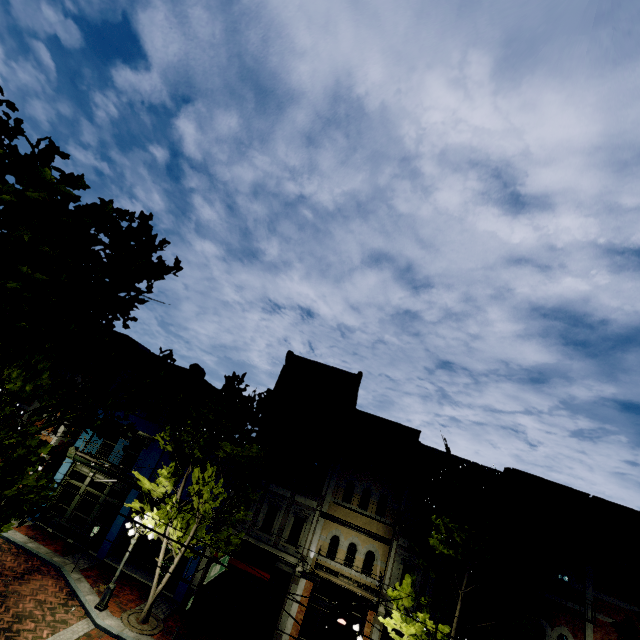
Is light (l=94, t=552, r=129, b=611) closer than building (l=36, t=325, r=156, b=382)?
Yes

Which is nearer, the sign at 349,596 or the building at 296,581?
the sign at 349,596

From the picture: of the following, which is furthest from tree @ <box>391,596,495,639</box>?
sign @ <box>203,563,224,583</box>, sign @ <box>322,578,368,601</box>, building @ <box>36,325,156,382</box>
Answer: sign @ <box>203,563,224,583</box>

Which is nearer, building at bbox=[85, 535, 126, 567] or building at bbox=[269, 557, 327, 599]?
building at bbox=[269, 557, 327, 599]

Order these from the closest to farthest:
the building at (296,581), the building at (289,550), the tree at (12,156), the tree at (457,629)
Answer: the tree at (12,156)
the tree at (457,629)
the building at (296,581)
the building at (289,550)

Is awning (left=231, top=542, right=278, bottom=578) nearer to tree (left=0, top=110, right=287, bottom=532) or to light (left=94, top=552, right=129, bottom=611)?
tree (left=0, top=110, right=287, bottom=532)

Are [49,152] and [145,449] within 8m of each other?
no

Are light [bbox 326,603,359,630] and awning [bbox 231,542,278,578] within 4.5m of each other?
no
